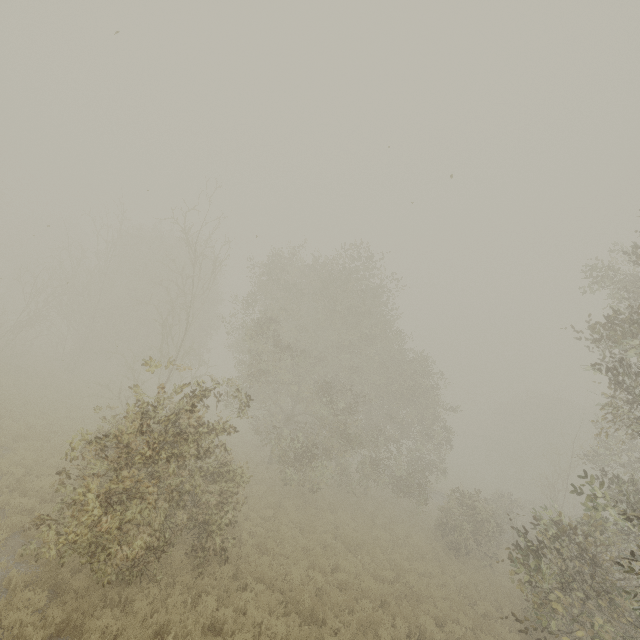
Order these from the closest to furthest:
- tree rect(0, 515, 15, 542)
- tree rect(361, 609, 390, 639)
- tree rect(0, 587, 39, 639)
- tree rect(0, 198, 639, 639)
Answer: tree rect(0, 587, 39, 639)
tree rect(0, 198, 639, 639)
tree rect(0, 515, 15, 542)
tree rect(361, 609, 390, 639)

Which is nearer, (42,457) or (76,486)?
(76,486)

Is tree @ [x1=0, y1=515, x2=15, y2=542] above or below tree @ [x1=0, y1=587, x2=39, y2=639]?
below

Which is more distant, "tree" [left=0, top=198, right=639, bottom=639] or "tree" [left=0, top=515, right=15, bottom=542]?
"tree" [left=0, top=515, right=15, bottom=542]

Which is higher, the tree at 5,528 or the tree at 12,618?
the tree at 12,618
